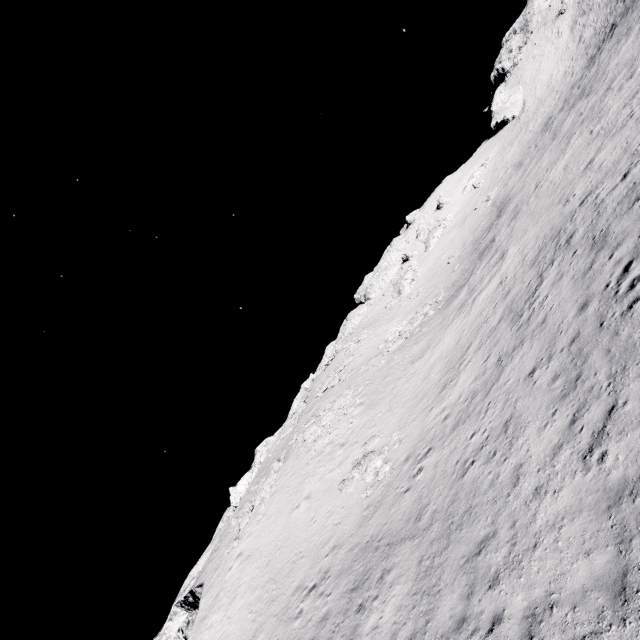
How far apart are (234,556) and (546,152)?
54.9 meters

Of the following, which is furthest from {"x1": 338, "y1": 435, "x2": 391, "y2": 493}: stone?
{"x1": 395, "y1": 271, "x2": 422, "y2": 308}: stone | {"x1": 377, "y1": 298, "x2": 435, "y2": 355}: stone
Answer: {"x1": 395, "y1": 271, "x2": 422, "y2": 308}: stone

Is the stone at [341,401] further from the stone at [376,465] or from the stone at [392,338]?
the stone at [376,465]

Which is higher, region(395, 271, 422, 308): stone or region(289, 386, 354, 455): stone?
region(395, 271, 422, 308): stone

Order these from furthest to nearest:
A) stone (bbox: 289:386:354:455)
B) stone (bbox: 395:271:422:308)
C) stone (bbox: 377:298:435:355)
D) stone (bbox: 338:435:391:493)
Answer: stone (bbox: 395:271:422:308)
stone (bbox: 377:298:435:355)
stone (bbox: 289:386:354:455)
stone (bbox: 338:435:391:493)

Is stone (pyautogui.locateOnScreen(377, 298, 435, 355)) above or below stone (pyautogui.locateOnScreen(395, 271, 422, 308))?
below

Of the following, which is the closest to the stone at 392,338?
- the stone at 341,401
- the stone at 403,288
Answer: the stone at 341,401

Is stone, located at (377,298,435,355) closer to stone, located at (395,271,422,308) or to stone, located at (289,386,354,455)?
stone, located at (289,386,354,455)
